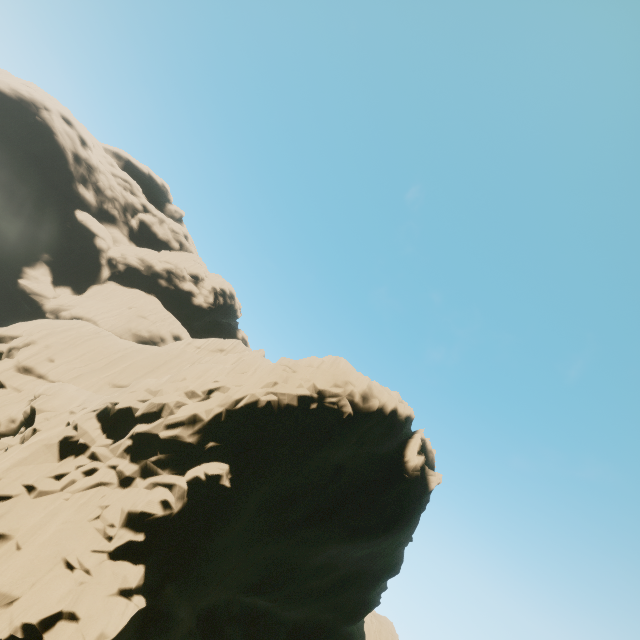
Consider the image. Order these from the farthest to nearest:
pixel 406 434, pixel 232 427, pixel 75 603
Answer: pixel 406 434
pixel 232 427
pixel 75 603
